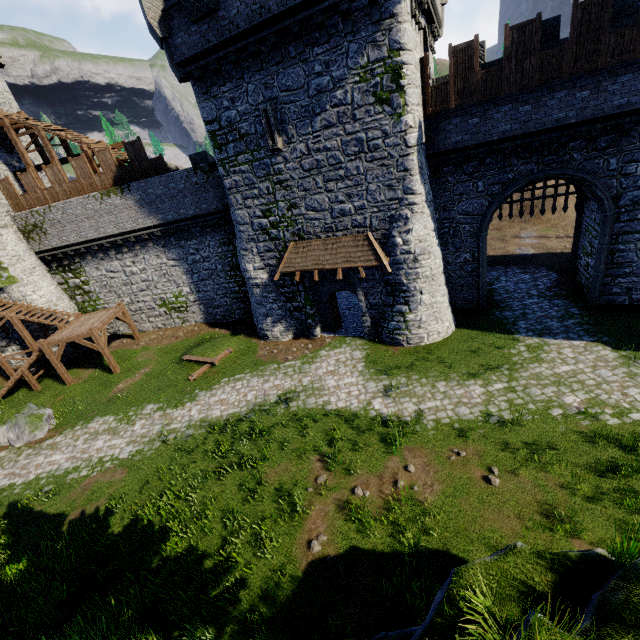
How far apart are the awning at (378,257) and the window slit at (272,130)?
4.08m

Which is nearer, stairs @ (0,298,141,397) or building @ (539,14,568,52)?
building @ (539,14,568,52)

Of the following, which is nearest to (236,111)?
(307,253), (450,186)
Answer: (307,253)

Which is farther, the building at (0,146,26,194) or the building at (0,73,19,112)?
the building at (0,73,19,112)

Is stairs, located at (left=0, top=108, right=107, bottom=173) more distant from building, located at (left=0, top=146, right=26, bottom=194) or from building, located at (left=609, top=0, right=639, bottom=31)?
building, located at (left=609, top=0, right=639, bottom=31)

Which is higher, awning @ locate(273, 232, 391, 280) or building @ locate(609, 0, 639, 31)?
building @ locate(609, 0, 639, 31)

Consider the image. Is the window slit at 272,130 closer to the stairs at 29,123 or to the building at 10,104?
the stairs at 29,123

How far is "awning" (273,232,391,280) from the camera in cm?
1497
